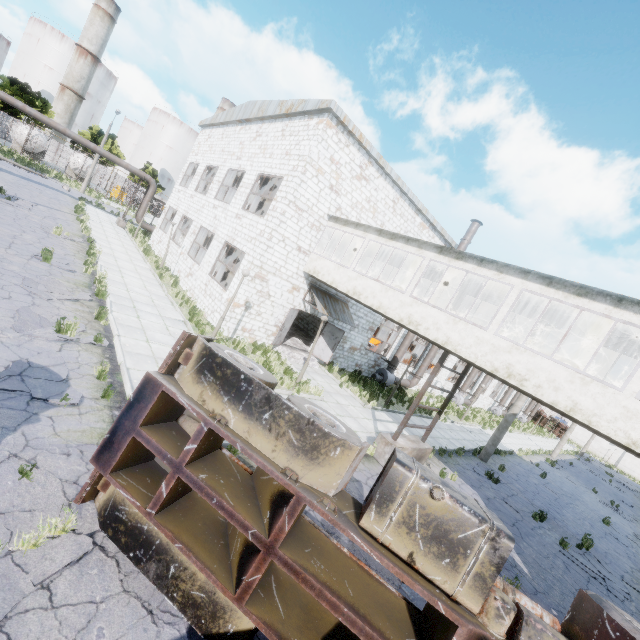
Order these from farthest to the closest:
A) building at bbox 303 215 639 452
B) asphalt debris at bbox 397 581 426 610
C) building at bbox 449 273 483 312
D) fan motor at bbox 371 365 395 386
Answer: fan motor at bbox 371 365 395 386 < building at bbox 449 273 483 312 < building at bbox 303 215 639 452 < asphalt debris at bbox 397 581 426 610

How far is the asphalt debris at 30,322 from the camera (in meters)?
7.66

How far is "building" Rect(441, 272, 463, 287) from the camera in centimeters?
1416cm

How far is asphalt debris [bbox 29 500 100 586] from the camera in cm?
366

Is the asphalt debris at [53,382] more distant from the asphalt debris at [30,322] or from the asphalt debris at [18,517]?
the asphalt debris at [18,517]

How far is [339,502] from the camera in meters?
3.9 m

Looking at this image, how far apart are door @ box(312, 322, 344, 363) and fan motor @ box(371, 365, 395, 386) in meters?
4.7 m

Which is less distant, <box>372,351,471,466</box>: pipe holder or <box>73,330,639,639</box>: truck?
<box>73,330,639,639</box>: truck
